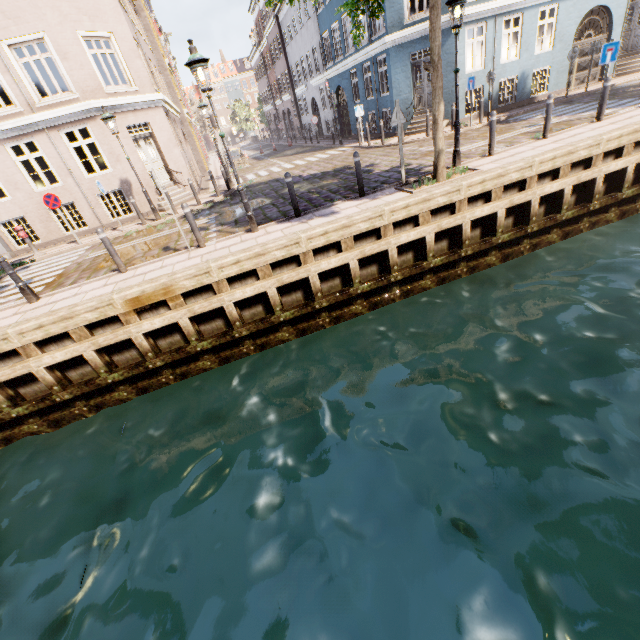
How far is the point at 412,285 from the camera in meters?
8.4 m

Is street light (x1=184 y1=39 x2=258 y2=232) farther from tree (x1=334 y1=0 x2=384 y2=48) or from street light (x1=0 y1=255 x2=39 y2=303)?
street light (x1=0 y1=255 x2=39 y2=303)

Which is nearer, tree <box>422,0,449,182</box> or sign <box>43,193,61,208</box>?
tree <box>422,0,449,182</box>

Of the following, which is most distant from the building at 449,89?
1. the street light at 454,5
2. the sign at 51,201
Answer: the street light at 454,5

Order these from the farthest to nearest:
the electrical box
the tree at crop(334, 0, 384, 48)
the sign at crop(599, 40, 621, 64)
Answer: the electrical box < the sign at crop(599, 40, 621, 64) < the tree at crop(334, 0, 384, 48)

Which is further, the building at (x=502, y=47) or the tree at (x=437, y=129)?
the building at (x=502, y=47)

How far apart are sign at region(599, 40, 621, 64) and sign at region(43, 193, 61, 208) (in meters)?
18.20

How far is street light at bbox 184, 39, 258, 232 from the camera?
6.3m
